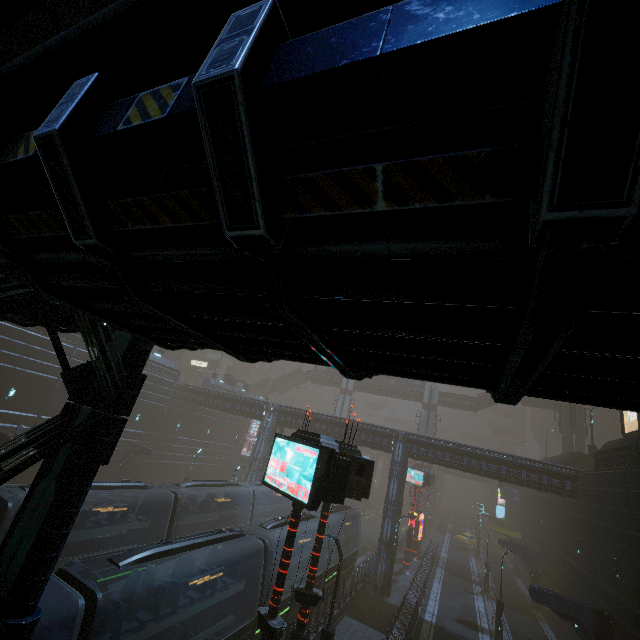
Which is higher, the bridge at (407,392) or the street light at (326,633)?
the bridge at (407,392)

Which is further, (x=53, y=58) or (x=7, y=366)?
(x=7, y=366)

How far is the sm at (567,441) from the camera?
37.28m

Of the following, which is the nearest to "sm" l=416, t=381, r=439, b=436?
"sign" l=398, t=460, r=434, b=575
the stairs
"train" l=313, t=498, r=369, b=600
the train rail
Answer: the train rail

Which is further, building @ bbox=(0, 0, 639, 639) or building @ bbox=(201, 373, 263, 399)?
building @ bbox=(201, 373, 263, 399)

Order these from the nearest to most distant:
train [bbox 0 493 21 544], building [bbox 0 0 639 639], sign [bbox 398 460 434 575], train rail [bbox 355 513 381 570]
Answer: building [bbox 0 0 639 639] < train [bbox 0 493 21 544] < sign [bbox 398 460 434 575] < train rail [bbox 355 513 381 570]

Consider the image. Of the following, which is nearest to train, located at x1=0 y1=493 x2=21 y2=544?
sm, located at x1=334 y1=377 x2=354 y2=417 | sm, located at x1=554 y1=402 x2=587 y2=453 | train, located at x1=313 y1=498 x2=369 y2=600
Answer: sm, located at x1=334 y1=377 x2=354 y2=417

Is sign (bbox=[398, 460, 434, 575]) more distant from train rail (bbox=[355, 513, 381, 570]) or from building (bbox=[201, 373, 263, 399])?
train rail (bbox=[355, 513, 381, 570])
